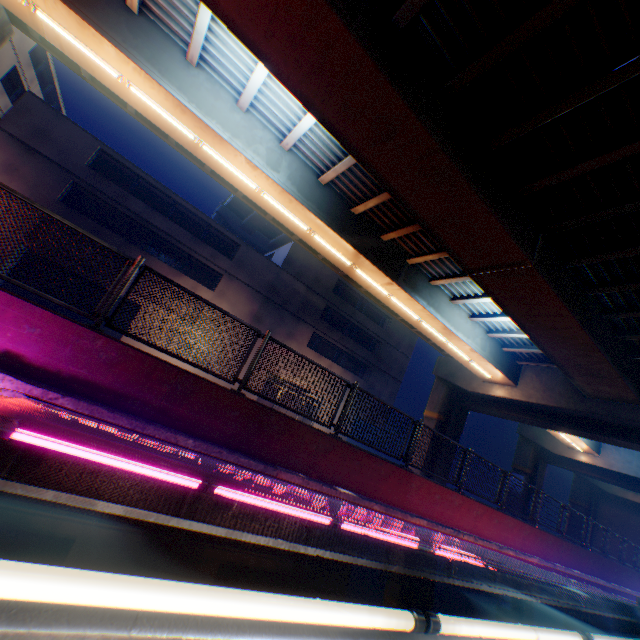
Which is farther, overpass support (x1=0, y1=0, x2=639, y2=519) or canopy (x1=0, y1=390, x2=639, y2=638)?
overpass support (x1=0, y1=0, x2=639, y2=519)

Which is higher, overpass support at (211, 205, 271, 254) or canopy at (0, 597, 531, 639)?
overpass support at (211, 205, 271, 254)

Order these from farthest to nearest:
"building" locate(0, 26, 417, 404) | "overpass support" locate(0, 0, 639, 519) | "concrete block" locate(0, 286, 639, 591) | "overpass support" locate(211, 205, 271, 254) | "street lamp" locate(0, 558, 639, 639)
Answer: "overpass support" locate(211, 205, 271, 254), "building" locate(0, 26, 417, 404), "overpass support" locate(0, 0, 639, 519), "concrete block" locate(0, 286, 639, 591), "street lamp" locate(0, 558, 639, 639)

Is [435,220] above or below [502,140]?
below

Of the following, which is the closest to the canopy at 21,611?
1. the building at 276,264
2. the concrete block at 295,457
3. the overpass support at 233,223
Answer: the concrete block at 295,457

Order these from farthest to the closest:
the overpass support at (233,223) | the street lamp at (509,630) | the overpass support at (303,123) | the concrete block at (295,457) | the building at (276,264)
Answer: the overpass support at (233,223)
the building at (276,264)
the overpass support at (303,123)
the concrete block at (295,457)
the street lamp at (509,630)

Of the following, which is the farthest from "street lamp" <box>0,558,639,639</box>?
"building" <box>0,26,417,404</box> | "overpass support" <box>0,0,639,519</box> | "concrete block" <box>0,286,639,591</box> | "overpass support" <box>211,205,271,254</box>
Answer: "overpass support" <box>211,205,271,254</box>

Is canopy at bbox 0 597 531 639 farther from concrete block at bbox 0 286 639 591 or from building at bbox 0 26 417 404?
building at bbox 0 26 417 404
